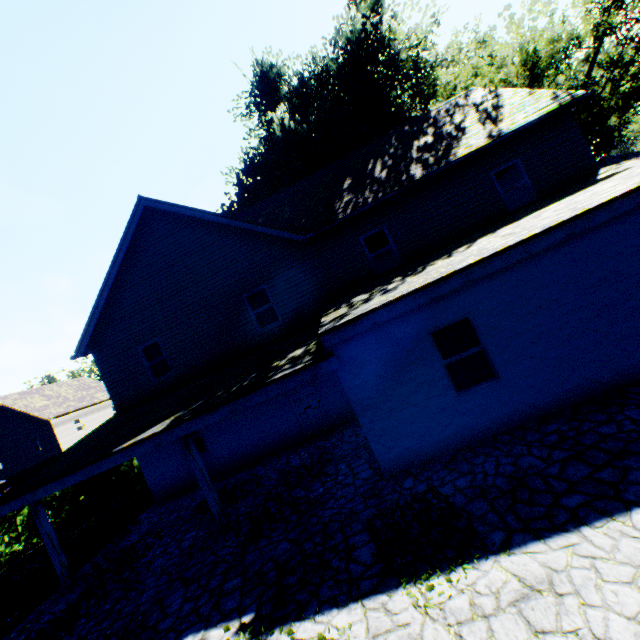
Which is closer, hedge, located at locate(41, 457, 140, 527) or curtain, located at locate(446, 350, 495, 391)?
curtain, located at locate(446, 350, 495, 391)

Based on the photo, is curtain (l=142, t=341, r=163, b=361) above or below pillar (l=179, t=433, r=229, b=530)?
above

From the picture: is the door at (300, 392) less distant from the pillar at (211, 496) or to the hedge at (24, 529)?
the pillar at (211, 496)

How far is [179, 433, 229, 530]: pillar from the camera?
8.1m

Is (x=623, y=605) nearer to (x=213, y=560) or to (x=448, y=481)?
(x=448, y=481)

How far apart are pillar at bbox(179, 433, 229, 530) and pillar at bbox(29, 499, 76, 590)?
4.75m

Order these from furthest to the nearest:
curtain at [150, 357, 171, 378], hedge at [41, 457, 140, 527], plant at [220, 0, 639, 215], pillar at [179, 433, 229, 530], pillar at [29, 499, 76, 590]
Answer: hedge at [41, 457, 140, 527], plant at [220, 0, 639, 215], curtain at [150, 357, 171, 378], pillar at [29, 499, 76, 590], pillar at [179, 433, 229, 530]

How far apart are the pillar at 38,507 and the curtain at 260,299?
8.00m
